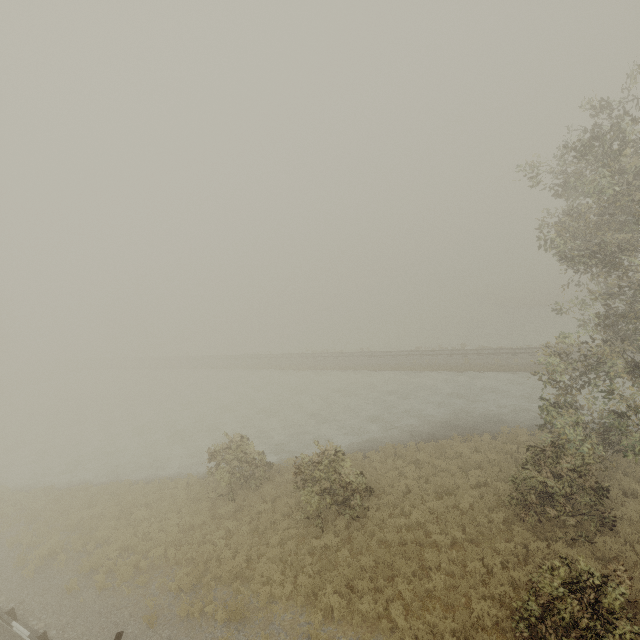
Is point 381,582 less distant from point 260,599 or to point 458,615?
point 458,615
